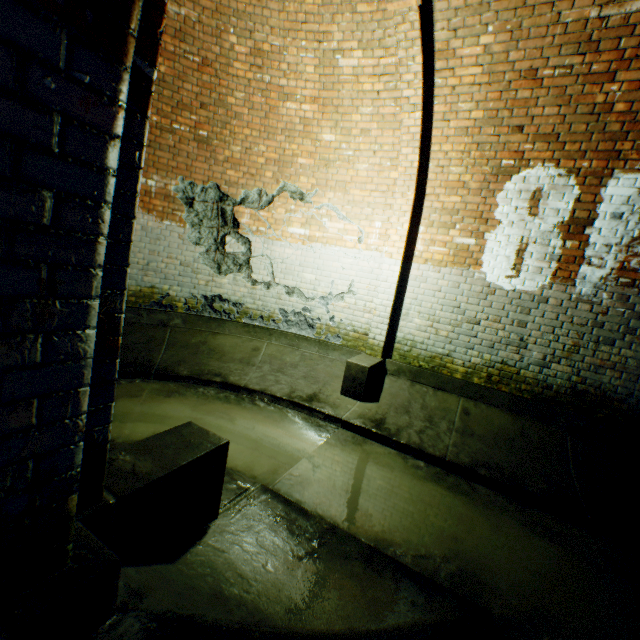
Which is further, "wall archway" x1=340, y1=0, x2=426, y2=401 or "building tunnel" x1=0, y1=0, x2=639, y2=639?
"wall archway" x1=340, y1=0, x2=426, y2=401

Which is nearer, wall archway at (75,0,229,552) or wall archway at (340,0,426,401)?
wall archway at (75,0,229,552)

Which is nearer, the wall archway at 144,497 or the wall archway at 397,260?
the wall archway at 144,497

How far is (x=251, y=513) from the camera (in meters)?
2.20

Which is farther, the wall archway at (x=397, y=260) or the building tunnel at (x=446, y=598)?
the wall archway at (x=397, y=260)
